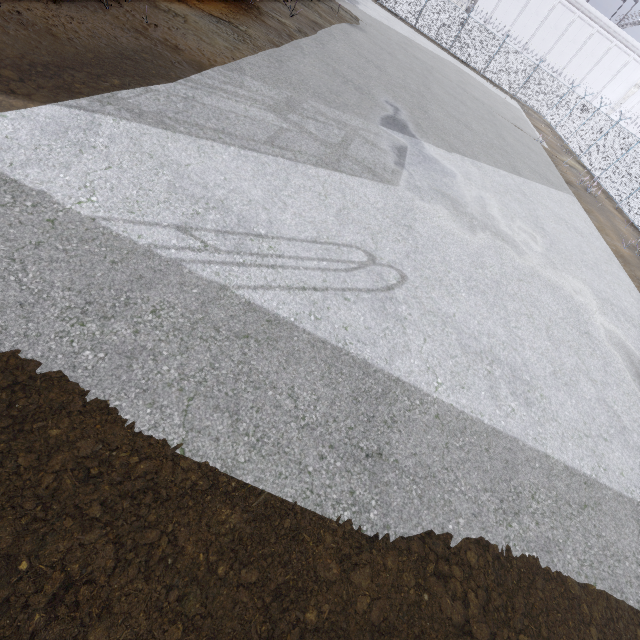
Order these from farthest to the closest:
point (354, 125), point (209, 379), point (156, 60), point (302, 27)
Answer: point (302, 27), point (354, 125), point (156, 60), point (209, 379)
